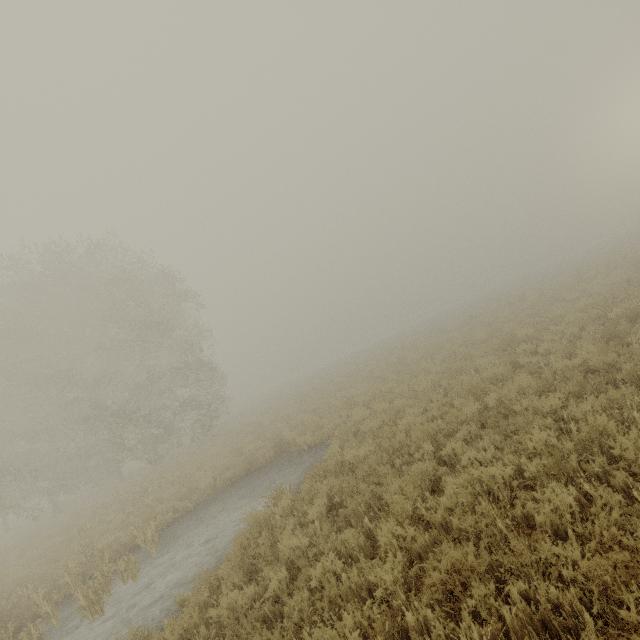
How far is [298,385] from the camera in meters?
38.5
